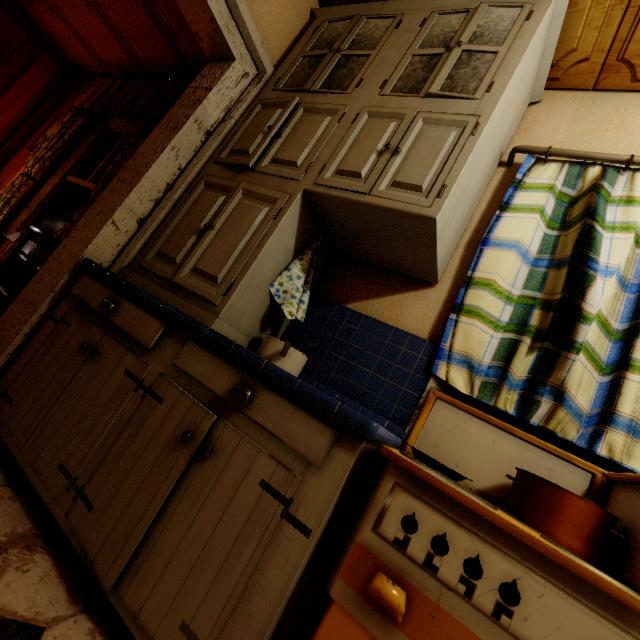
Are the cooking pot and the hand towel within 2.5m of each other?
yes

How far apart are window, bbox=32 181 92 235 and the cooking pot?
2.6 meters

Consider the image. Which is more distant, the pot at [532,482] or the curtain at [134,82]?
the curtain at [134,82]

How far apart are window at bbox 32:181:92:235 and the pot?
3.7 meters

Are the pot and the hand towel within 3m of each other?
yes

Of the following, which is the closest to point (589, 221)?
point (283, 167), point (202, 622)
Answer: point (283, 167)

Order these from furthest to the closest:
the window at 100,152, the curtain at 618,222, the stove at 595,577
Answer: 1. the window at 100,152
2. the curtain at 618,222
3. the stove at 595,577

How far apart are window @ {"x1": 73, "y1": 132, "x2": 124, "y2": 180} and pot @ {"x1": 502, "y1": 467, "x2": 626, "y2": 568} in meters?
3.8
